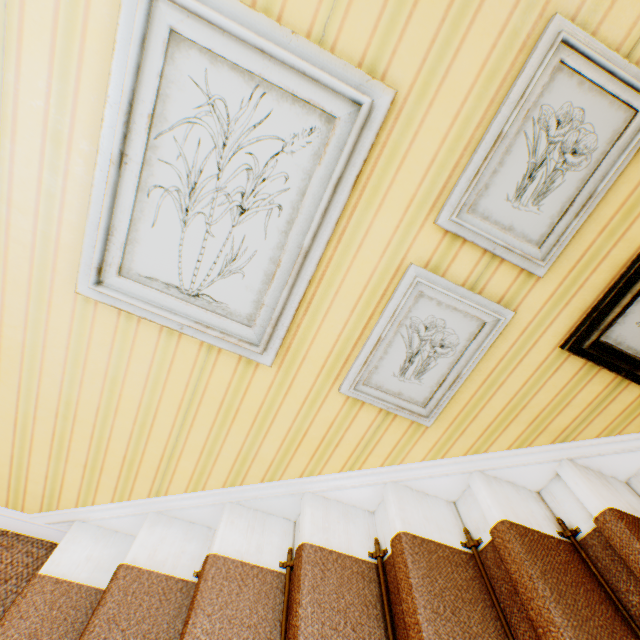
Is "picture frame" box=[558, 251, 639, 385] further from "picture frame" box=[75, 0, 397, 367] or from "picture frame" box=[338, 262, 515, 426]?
"picture frame" box=[75, 0, 397, 367]

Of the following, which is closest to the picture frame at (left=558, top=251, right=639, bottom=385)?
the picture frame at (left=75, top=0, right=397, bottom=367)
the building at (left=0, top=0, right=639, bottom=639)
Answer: the building at (left=0, top=0, right=639, bottom=639)

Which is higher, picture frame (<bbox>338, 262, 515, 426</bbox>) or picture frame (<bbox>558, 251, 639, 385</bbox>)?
picture frame (<bbox>558, 251, 639, 385</bbox>)

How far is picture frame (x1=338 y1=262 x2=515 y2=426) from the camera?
1.2 meters

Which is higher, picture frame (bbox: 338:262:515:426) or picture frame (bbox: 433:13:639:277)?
picture frame (bbox: 433:13:639:277)

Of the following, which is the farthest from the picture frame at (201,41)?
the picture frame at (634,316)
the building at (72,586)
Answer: the picture frame at (634,316)

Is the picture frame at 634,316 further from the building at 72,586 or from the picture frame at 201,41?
the picture frame at 201,41

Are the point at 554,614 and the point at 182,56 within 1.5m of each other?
no
